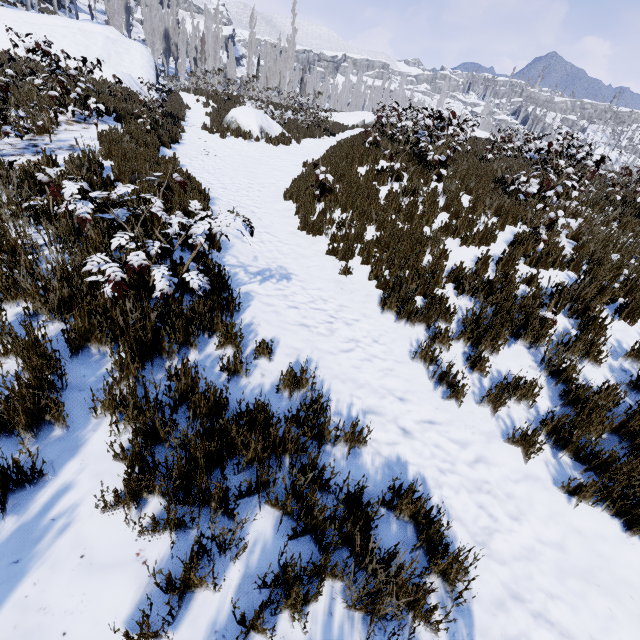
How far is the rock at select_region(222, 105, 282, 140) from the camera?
15.2 meters

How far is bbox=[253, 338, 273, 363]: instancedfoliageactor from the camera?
3.47m

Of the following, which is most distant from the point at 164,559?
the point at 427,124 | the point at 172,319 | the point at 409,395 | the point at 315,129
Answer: the point at 315,129

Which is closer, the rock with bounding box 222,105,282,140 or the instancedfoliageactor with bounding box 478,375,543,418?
the instancedfoliageactor with bounding box 478,375,543,418

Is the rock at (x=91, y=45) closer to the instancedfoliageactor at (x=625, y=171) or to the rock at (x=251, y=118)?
the instancedfoliageactor at (x=625, y=171)

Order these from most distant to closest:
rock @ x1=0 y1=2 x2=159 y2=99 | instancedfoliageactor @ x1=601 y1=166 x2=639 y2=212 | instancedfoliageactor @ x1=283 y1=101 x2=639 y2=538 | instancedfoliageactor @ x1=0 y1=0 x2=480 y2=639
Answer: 1. rock @ x1=0 y1=2 x2=159 y2=99
2. instancedfoliageactor @ x1=601 y1=166 x2=639 y2=212
3. instancedfoliageactor @ x1=283 y1=101 x2=639 y2=538
4. instancedfoliageactor @ x1=0 y1=0 x2=480 y2=639

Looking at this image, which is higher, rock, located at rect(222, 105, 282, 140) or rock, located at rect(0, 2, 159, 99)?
rock, located at rect(0, 2, 159, 99)

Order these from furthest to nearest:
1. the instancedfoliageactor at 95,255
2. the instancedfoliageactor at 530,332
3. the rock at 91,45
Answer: the rock at 91,45, the instancedfoliageactor at 530,332, the instancedfoliageactor at 95,255
